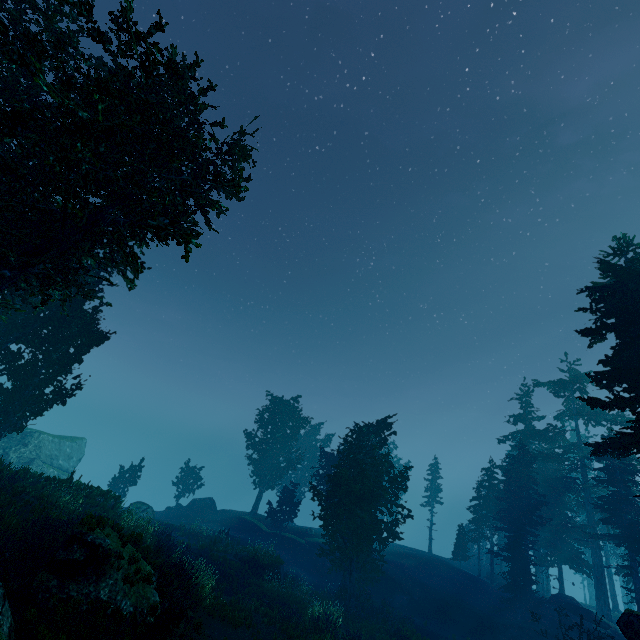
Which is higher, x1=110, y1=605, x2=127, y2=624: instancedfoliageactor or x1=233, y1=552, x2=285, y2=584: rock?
x1=110, y1=605, x2=127, y2=624: instancedfoliageactor

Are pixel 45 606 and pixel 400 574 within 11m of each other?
no

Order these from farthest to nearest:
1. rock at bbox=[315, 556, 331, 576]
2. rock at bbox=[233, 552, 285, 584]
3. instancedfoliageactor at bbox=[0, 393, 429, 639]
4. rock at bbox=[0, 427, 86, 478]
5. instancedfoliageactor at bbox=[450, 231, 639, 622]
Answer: rock at bbox=[0, 427, 86, 478] → rock at bbox=[315, 556, 331, 576] → rock at bbox=[233, 552, 285, 584] → instancedfoliageactor at bbox=[450, 231, 639, 622] → instancedfoliageactor at bbox=[0, 393, 429, 639]

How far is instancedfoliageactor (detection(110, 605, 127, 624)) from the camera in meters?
9.9 m

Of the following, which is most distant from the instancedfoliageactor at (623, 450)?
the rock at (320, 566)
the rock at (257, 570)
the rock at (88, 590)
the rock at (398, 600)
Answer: the rock at (398, 600)

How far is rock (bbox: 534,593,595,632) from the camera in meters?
25.1

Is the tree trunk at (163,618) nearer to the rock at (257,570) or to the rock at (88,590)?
the rock at (88,590)

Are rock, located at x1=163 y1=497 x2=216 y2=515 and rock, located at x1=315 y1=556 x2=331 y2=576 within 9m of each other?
no
